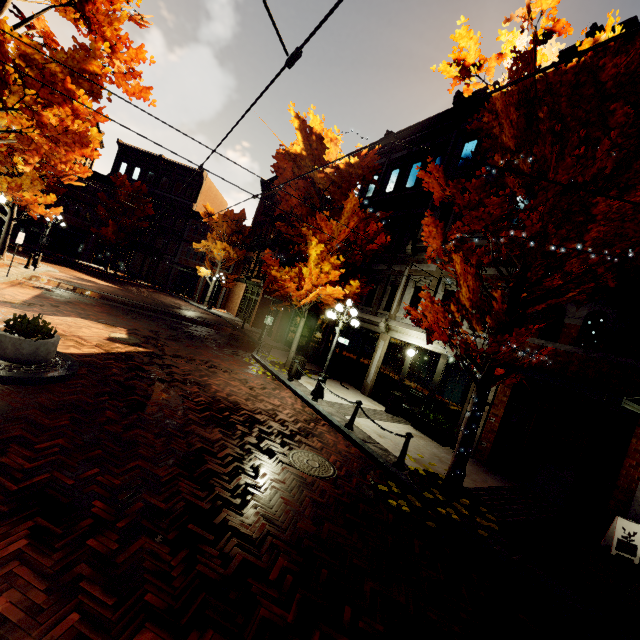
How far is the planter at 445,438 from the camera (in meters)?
10.72

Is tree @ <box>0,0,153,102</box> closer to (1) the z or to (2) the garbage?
(1) the z

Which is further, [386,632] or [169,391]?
[169,391]

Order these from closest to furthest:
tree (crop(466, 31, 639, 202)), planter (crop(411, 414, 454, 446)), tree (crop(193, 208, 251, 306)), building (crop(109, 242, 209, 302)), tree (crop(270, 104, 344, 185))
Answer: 1. tree (crop(466, 31, 639, 202))
2. planter (crop(411, 414, 454, 446))
3. tree (crop(270, 104, 344, 185))
4. tree (crop(193, 208, 251, 306))
5. building (crop(109, 242, 209, 302))

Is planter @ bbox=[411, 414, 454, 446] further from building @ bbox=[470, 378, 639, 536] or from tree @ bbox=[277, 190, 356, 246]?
tree @ bbox=[277, 190, 356, 246]

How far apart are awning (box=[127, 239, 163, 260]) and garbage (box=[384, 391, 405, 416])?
30.91m

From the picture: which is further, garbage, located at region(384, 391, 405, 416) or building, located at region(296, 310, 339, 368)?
building, located at region(296, 310, 339, 368)

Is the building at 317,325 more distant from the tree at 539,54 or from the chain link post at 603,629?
the chain link post at 603,629
